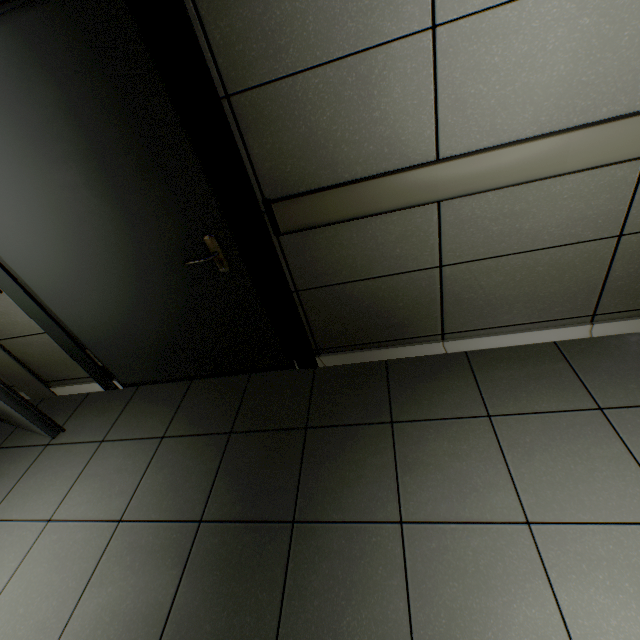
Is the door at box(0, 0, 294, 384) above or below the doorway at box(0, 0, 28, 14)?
below

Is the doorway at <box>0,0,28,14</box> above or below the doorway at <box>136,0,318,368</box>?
above

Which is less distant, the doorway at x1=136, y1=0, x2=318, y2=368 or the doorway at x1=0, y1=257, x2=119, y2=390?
the doorway at x1=136, y1=0, x2=318, y2=368

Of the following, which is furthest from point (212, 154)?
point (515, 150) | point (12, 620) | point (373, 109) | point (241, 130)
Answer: point (12, 620)

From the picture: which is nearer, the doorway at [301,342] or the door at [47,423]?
the doorway at [301,342]

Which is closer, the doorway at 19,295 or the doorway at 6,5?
the doorway at 6,5

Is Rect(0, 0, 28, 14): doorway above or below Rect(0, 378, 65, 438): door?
above

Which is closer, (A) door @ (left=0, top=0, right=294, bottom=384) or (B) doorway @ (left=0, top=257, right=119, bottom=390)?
(A) door @ (left=0, top=0, right=294, bottom=384)
